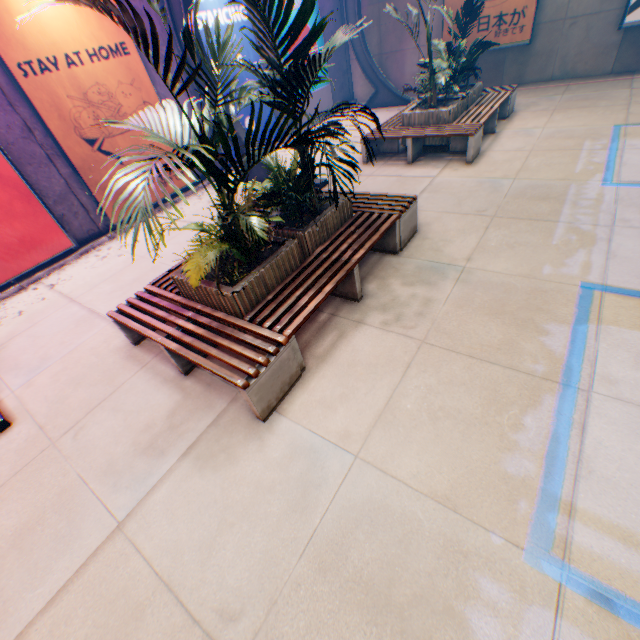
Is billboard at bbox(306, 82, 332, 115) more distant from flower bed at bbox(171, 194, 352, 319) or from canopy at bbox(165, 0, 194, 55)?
flower bed at bbox(171, 194, 352, 319)

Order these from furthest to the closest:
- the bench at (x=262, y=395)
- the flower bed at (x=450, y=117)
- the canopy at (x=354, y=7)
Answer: the canopy at (x=354, y=7), the flower bed at (x=450, y=117), the bench at (x=262, y=395)

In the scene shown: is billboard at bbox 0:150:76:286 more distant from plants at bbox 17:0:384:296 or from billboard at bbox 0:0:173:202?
plants at bbox 17:0:384:296

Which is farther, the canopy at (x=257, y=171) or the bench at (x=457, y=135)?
the canopy at (x=257, y=171)

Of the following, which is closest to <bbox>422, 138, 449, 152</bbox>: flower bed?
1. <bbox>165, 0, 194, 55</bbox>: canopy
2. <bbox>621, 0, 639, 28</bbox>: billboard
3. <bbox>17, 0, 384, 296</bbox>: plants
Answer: <bbox>17, 0, 384, 296</bbox>: plants

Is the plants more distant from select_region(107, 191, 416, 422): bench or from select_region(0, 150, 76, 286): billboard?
select_region(0, 150, 76, 286): billboard

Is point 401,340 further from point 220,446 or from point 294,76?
point 294,76

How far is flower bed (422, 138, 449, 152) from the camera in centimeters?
752cm
